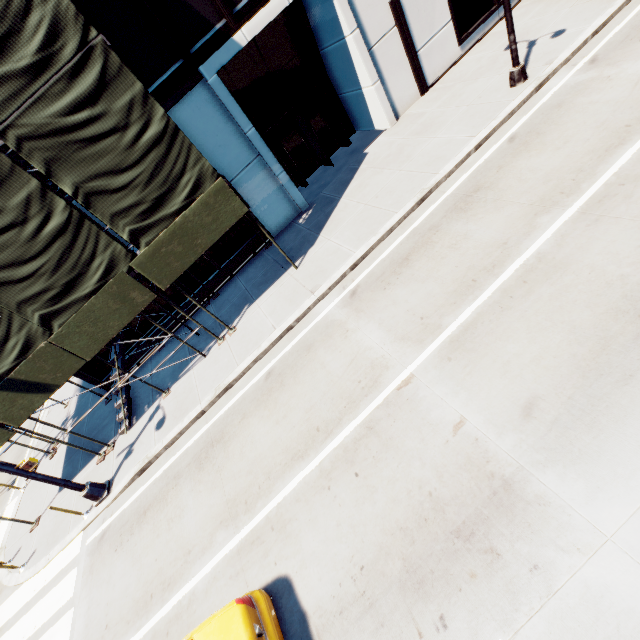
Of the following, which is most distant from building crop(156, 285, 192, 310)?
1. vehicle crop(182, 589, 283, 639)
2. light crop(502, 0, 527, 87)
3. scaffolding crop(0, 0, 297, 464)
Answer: vehicle crop(182, 589, 283, 639)

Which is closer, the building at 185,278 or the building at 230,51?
the building at 230,51

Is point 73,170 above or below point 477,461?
above

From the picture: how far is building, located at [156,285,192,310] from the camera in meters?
13.8 m

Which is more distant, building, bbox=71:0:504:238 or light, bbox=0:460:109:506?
building, bbox=71:0:504:238

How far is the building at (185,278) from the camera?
13.9 meters
